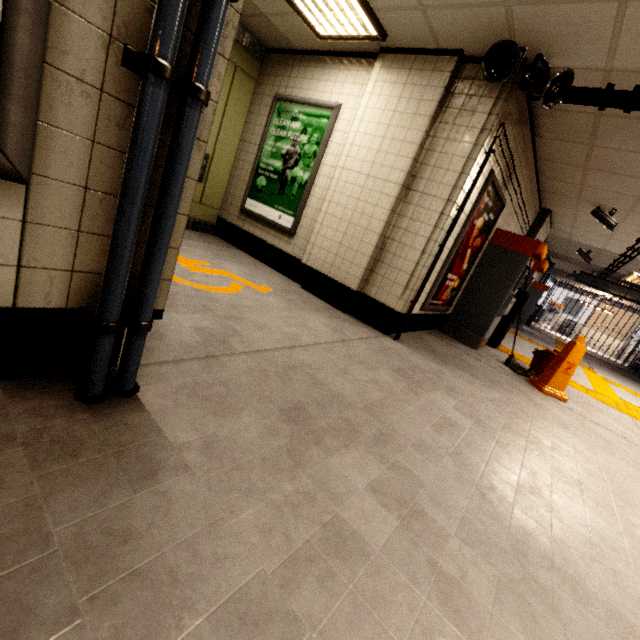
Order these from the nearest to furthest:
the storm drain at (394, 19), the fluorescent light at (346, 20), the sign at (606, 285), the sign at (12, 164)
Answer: the sign at (12, 164)
the storm drain at (394, 19)
the fluorescent light at (346, 20)
the sign at (606, 285)

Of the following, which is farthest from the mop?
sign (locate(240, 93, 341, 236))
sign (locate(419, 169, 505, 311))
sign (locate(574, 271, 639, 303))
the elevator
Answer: sign (locate(574, 271, 639, 303))

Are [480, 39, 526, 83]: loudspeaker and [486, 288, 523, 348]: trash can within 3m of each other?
no

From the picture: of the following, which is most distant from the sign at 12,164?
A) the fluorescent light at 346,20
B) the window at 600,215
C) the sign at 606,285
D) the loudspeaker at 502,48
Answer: the sign at 606,285

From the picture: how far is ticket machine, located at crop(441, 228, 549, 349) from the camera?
4.91m

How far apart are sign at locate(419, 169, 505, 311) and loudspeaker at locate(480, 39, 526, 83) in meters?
0.7 m

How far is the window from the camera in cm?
550

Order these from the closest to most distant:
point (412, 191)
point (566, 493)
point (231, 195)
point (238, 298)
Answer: point (566, 493) < point (238, 298) < point (412, 191) < point (231, 195)
